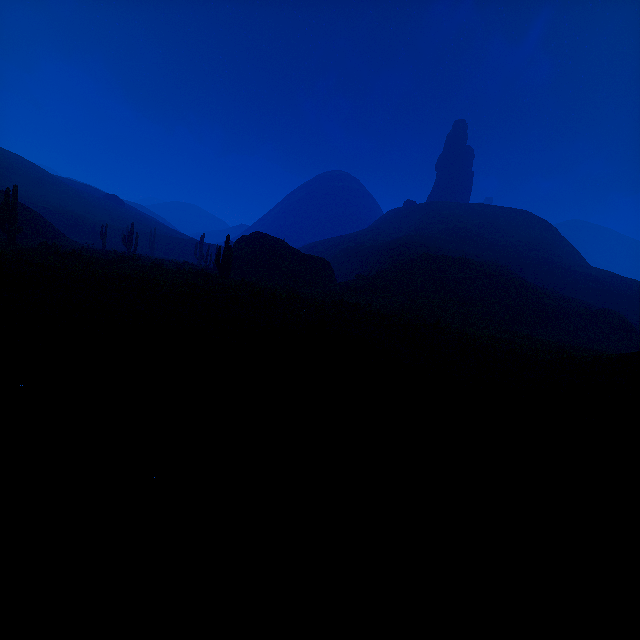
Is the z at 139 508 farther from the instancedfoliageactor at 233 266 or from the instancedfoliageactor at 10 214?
the instancedfoliageactor at 10 214

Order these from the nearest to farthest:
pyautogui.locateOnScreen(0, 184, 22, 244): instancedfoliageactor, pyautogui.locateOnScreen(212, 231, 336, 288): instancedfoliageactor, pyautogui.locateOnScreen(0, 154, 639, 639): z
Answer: pyautogui.locateOnScreen(0, 154, 639, 639): z → pyautogui.locateOnScreen(0, 184, 22, 244): instancedfoliageactor → pyautogui.locateOnScreen(212, 231, 336, 288): instancedfoliageactor

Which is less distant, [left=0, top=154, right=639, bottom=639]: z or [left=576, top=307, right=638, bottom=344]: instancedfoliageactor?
[left=0, top=154, right=639, bottom=639]: z

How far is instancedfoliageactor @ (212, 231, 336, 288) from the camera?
21.45m

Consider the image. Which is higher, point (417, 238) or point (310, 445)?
point (417, 238)

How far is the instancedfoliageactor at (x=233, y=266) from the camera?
21.5m

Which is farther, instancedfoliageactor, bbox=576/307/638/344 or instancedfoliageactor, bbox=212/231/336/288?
instancedfoliageactor, bbox=576/307/638/344

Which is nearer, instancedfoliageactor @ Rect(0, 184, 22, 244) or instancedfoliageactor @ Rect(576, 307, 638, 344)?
instancedfoliageactor @ Rect(0, 184, 22, 244)
